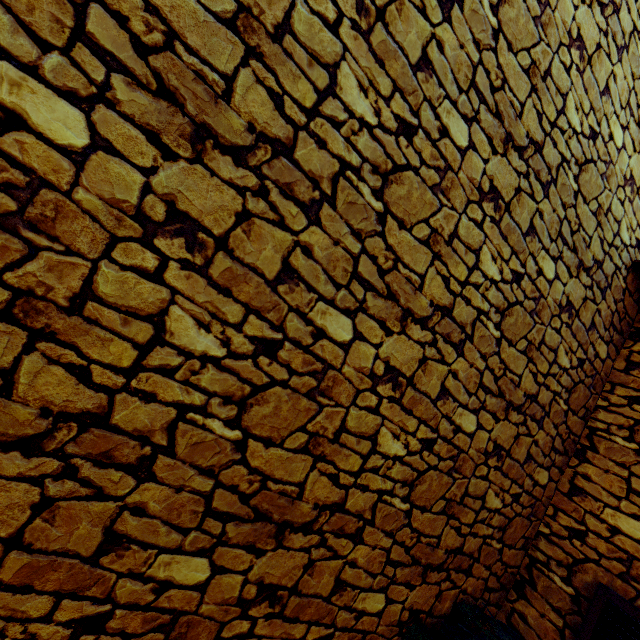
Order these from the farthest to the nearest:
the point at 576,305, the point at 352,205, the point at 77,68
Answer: the point at 576,305 < the point at 352,205 < the point at 77,68

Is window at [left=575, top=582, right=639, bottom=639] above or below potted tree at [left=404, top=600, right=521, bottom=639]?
above

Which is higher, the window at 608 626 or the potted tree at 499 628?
the window at 608 626
